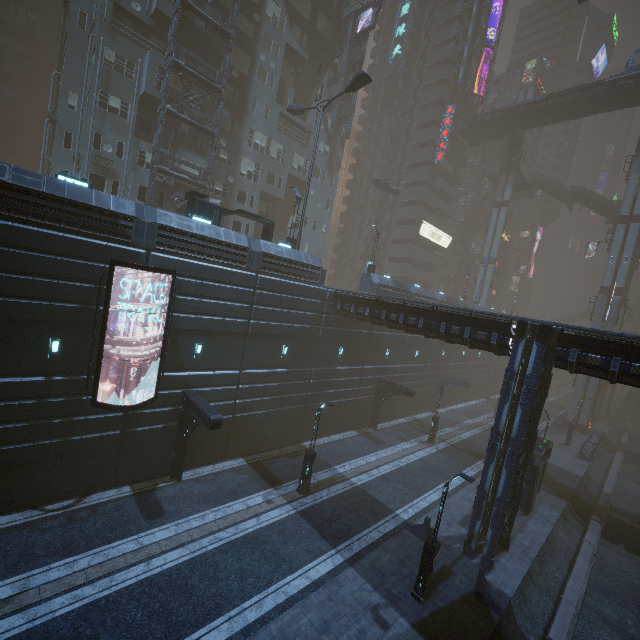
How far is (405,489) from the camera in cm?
2089

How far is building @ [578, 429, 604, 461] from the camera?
32.2 meters

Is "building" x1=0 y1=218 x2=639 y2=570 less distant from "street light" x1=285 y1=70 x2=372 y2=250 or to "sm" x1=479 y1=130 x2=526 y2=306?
"sm" x1=479 y1=130 x2=526 y2=306

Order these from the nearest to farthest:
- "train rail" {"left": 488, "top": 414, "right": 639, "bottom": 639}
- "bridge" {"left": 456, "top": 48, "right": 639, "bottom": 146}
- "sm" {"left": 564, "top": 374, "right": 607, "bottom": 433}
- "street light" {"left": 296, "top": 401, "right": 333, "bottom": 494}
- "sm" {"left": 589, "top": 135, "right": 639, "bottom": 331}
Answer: "train rail" {"left": 488, "top": 414, "right": 639, "bottom": 639} → "street light" {"left": 296, "top": 401, "right": 333, "bottom": 494} → "bridge" {"left": 456, "top": 48, "right": 639, "bottom": 146} → "sm" {"left": 589, "top": 135, "right": 639, "bottom": 331} → "sm" {"left": 564, "top": 374, "right": 607, "bottom": 433}

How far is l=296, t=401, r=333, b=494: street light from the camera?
18.1m

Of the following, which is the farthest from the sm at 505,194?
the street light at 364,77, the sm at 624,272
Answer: the street light at 364,77

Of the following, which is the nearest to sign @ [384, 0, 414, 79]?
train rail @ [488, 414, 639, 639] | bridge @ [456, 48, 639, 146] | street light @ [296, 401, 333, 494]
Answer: bridge @ [456, 48, 639, 146]

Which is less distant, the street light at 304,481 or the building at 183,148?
the street light at 304,481
